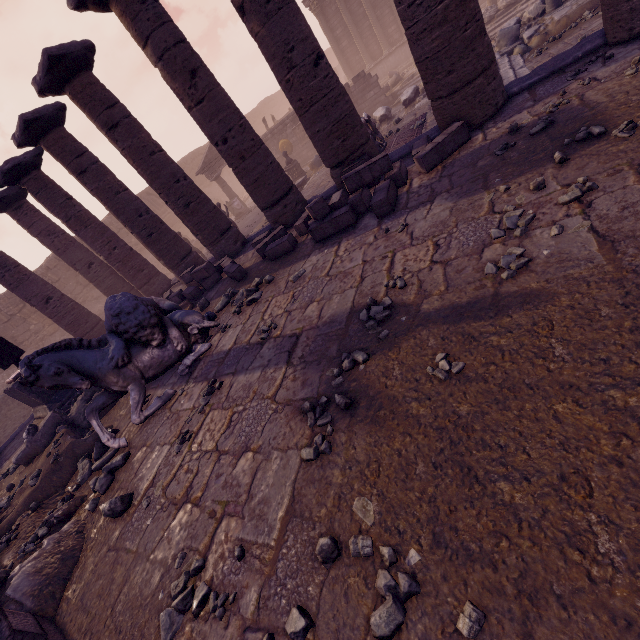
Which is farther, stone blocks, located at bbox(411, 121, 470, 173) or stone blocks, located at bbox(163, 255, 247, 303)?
stone blocks, located at bbox(163, 255, 247, 303)

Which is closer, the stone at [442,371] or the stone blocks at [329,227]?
the stone at [442,371]

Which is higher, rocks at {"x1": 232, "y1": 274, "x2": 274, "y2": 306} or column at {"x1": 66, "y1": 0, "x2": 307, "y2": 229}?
column at {"x1": 66, "y1": 0, "x2": 307, "y2": 229}

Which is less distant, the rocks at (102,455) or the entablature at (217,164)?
the rocks at (102,455)

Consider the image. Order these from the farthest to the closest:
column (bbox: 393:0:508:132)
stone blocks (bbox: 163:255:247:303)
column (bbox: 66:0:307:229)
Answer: stone blocks (bbox: 163:255:247:303) < column (bbox: 66:0:307:229) < column (bbox: 393:0:508:132)

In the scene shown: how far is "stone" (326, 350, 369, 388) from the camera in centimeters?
308cm

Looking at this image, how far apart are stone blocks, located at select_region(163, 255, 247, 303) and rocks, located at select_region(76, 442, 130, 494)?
3.74m

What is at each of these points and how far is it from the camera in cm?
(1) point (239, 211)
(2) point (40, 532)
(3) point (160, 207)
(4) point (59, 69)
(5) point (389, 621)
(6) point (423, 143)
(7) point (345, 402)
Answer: (1) column base, 1888
(2) stone, 420
(3) wall arch, 2514
(4) column, 674
(5) stone, 161
(6) stone blocks, 561
(7) stone, 278
